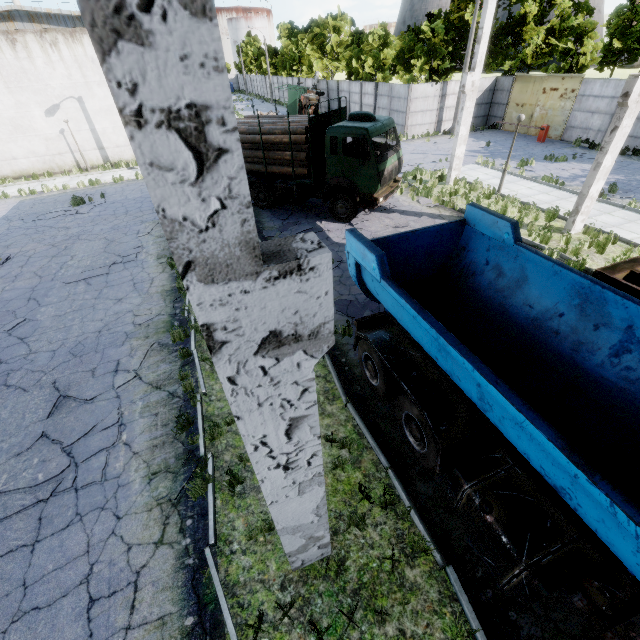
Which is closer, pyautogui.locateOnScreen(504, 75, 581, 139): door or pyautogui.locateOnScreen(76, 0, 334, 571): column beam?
pyautogui.locateOnScreen(76, 0, 334, 571): column beam

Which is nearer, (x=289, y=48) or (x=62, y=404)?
(x=62, y=404)

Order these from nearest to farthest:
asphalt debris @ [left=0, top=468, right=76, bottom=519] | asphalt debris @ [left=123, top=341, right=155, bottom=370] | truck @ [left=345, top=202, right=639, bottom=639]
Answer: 1. truck @ [left=345, top=202, right=639, bottom=639]
2. asphalt debris @ [left=0, top=468, right=76, bottom=519]
3. asphalt debris @ [left=123, top=341, right=155, bottom=370]

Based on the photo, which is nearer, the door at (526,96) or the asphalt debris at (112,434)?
the asphalt debris at (112,434)

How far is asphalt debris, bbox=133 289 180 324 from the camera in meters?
9.4 m

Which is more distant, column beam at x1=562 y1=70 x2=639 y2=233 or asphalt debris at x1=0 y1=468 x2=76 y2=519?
column beam at x1=562 y1=70 x2=639 y2=233

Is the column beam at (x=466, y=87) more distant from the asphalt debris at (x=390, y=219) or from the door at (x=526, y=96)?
the door at (x=526, y=96)

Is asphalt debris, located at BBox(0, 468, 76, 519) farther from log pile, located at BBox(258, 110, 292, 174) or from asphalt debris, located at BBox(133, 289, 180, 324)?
log pile, located at BBox(258, 110, 292, 174)
